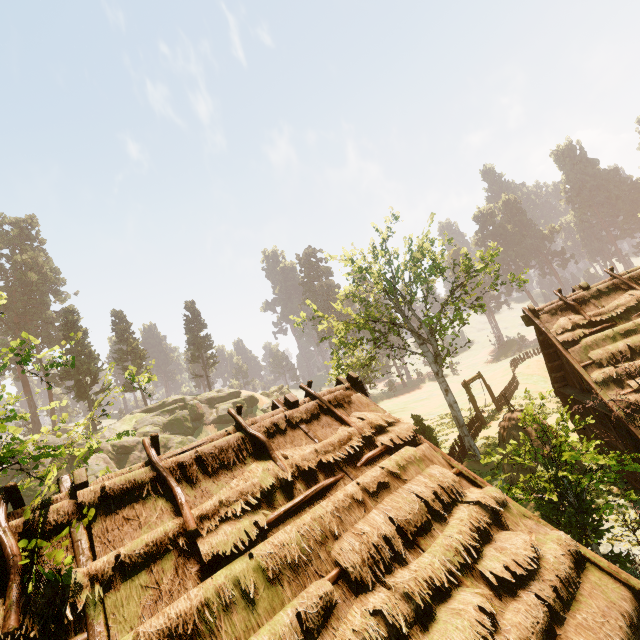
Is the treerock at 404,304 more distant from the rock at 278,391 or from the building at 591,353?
the rock at 278,391

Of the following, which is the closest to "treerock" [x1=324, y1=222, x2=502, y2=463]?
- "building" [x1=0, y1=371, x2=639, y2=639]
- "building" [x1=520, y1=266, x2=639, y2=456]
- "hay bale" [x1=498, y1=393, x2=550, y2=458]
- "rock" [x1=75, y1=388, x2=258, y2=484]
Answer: "building" [x1=520, y1=266, x2=639, y2=456]

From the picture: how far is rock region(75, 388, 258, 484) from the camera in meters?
32.8 m

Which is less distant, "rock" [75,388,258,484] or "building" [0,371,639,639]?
"building" [0,371,639,639]

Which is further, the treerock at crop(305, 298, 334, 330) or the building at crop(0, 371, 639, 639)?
the treerock at crop(305, 298, 334, 330)

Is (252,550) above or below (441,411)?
above

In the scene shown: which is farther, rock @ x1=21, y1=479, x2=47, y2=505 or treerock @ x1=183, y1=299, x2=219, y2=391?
treerock @ x1=183, y1=299, x2=219, y2=391

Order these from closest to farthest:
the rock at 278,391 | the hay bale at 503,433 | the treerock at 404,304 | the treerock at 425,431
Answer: the hay bale at 503,433, the treerock at 404,304, the treerock at 425,431, the rock at 278,391
